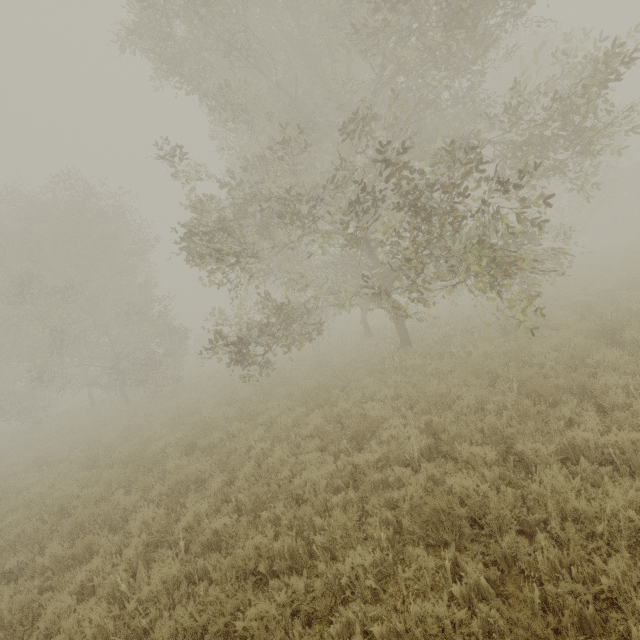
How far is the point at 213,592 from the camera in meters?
3.6 m
